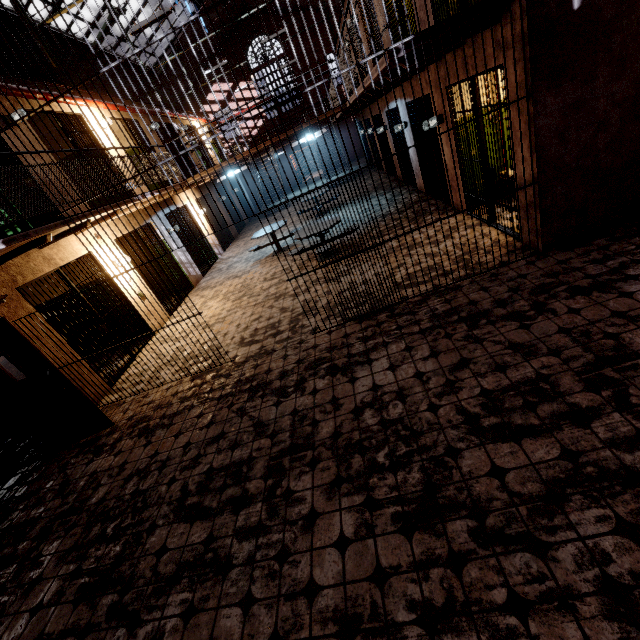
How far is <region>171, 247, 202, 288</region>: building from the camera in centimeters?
1056cm

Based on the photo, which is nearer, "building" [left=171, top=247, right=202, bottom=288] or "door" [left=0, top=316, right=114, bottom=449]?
"door" [left=0, top=316, right=114, bottom=449]

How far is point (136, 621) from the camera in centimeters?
251cm

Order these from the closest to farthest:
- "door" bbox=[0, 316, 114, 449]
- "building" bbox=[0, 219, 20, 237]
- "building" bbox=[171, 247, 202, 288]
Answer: "door" bbox=[0, 316, 114, 449] → "building" bbox=[0, 219, 20, 237] → "building" bbox=[171, 247, 202, 288]

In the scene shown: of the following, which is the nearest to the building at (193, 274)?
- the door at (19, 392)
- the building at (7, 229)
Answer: the building at (7, 229)

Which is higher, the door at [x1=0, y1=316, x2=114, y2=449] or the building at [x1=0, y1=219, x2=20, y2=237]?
the building at [x1=0, y1=219, x2=20, y2=237]

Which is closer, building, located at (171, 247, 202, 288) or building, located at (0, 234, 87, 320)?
building, located at (0, 234, 87, 320)
